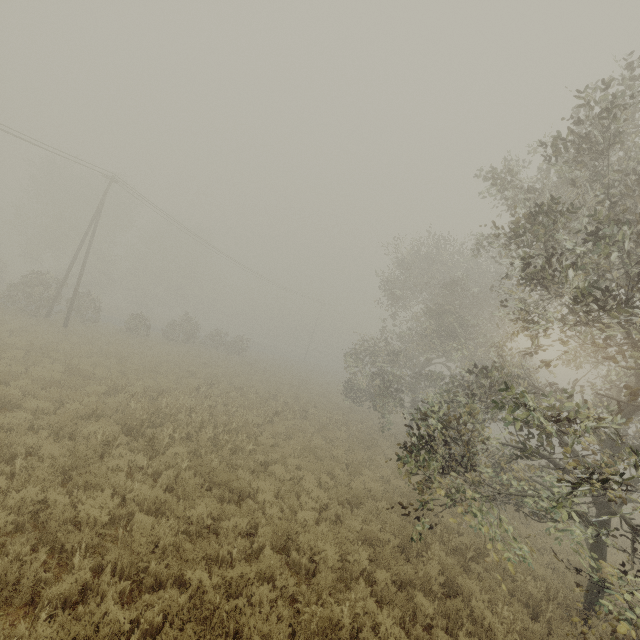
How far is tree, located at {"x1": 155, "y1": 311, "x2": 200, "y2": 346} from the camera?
33.2m

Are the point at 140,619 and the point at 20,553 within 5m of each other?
yes

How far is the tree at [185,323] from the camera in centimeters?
3325cm

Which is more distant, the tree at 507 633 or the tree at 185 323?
the tree at 185 323

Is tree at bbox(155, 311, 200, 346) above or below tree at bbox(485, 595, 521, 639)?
above

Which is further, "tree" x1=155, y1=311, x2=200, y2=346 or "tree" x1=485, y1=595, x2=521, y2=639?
"tree" x1=155, y1=311, x2=200, y2=346
